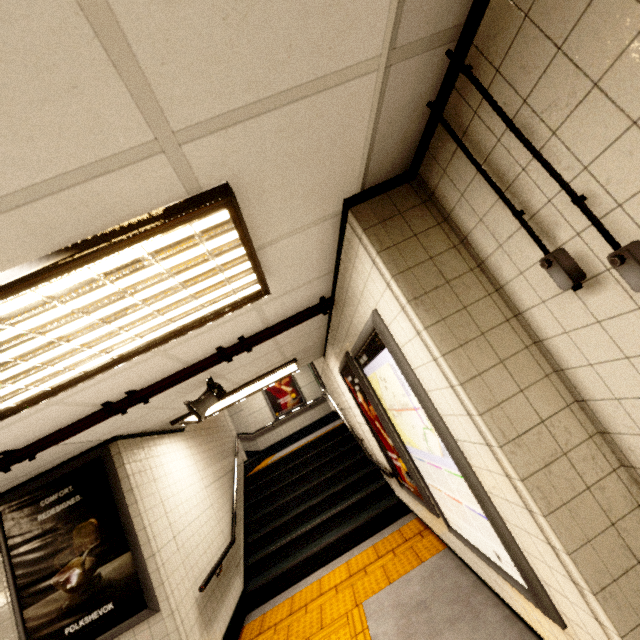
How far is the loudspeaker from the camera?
3.3 meters

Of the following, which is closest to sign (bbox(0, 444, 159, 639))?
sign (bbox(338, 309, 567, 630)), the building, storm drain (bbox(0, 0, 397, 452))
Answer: storm drain (bbox(0, 0, 397, 452))

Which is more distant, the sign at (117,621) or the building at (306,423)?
the building at (306,423)

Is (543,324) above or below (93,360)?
below

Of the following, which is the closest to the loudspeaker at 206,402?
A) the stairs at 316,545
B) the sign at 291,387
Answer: the stairs at 316,545

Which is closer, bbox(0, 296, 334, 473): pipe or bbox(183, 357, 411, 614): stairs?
bbox(0, 296, 334, 473): pipe

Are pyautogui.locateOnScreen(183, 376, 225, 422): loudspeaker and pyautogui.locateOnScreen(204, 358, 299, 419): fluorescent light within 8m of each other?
yes

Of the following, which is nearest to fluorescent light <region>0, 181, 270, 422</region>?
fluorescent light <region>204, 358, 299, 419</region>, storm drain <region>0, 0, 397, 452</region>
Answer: storm drain <region>0, 0, 397, 452</region>
